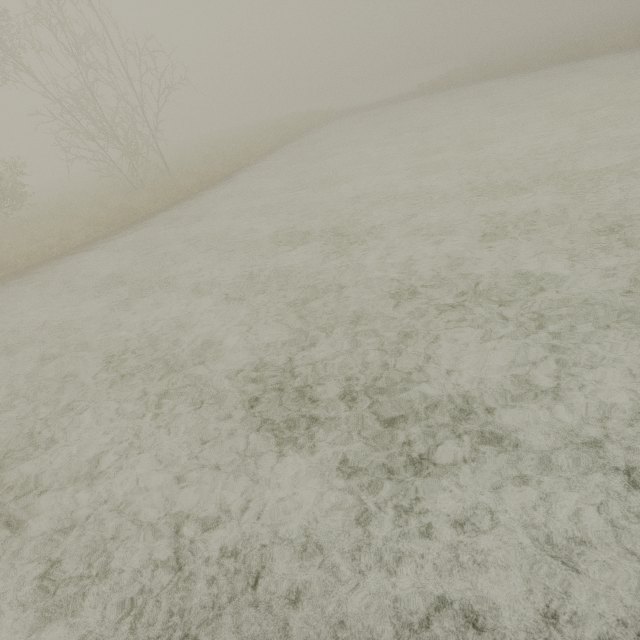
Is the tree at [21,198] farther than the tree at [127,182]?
Yes

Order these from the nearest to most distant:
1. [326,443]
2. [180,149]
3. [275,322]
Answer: [326,443]
[275,322]
[180,149]

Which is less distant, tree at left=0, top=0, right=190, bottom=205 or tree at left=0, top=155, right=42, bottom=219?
tree at left=0, top=0, right=190, bottom=205
